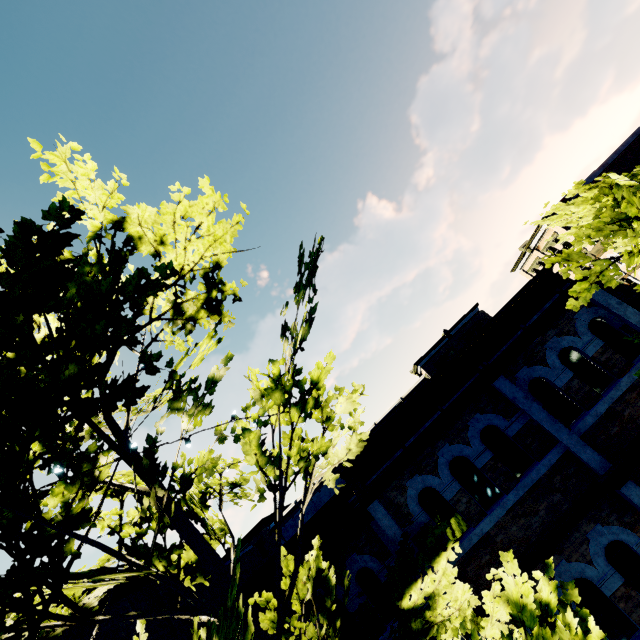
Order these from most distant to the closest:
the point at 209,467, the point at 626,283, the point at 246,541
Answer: the point at 246,541
the point at 626,283
the point at 209,467

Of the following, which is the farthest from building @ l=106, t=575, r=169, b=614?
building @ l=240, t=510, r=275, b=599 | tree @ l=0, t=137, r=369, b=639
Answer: building @ l=240, t=510, r=275, b=599

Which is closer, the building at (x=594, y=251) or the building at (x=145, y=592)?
the building at (x=145, y=592)

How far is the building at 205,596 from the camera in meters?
18.5 m

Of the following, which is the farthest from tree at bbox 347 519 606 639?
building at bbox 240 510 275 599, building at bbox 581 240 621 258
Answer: building at bbox 581 240 621 258

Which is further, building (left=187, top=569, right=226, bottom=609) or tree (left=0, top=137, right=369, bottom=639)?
building (left=187, top=569, right=226, bottom=609)

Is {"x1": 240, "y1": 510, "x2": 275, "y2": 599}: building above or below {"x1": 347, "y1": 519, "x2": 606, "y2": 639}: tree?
above

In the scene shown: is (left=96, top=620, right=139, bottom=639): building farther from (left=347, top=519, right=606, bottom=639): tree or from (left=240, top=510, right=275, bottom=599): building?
(left=240, top=510, right=275, bottom=599): building
